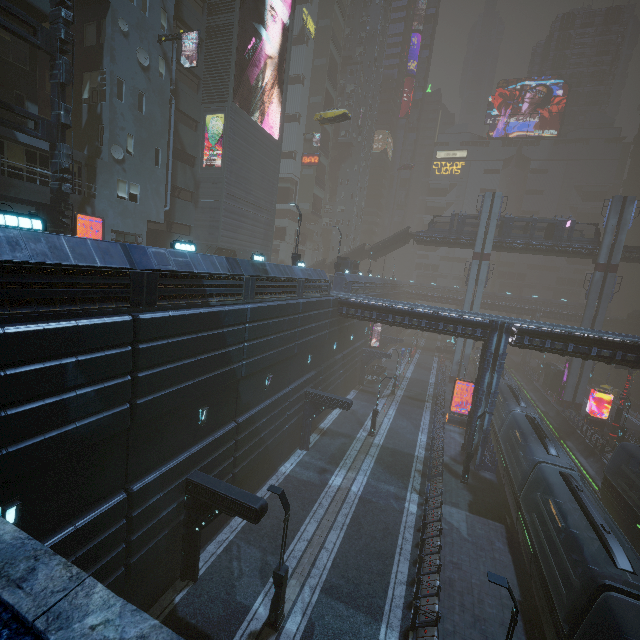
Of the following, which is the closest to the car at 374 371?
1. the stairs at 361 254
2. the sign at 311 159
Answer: the stairs at 361 254

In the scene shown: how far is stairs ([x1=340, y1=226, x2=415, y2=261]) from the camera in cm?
4950

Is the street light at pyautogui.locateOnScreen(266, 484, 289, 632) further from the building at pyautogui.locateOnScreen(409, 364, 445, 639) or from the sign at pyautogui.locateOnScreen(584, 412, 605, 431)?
the sign at pyautogui.locateOnScreen(584, 412, 605, 431)

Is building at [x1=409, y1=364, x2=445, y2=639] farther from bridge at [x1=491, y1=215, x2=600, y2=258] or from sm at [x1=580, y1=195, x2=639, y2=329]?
bridge at [x1=491, y1=215, x2=600, y2=258]

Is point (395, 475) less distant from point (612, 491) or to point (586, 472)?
point (612, 491)

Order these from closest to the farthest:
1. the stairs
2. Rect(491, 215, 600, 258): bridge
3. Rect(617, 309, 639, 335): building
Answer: Rect(491, 215, 600, 258): bridge, the stairs, Rect(617, 309, 639, 335): building

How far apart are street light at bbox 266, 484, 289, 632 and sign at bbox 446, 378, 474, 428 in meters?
25.0 m

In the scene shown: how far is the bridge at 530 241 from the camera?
41.0m
